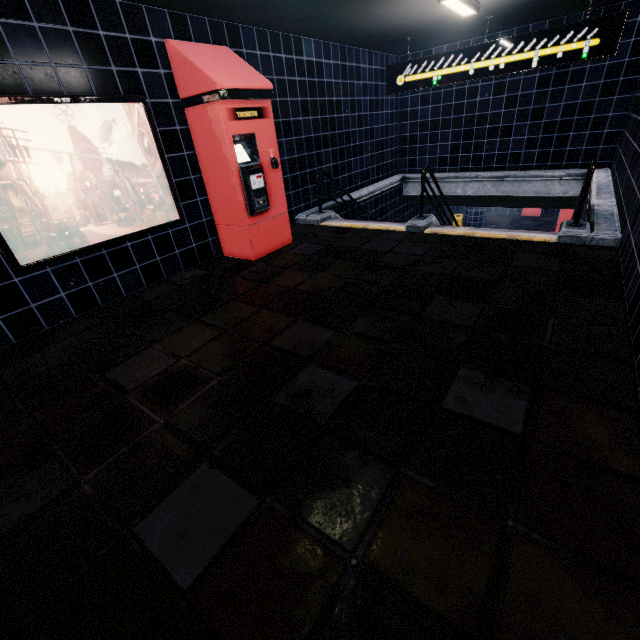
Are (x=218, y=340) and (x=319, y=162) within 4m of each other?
no
